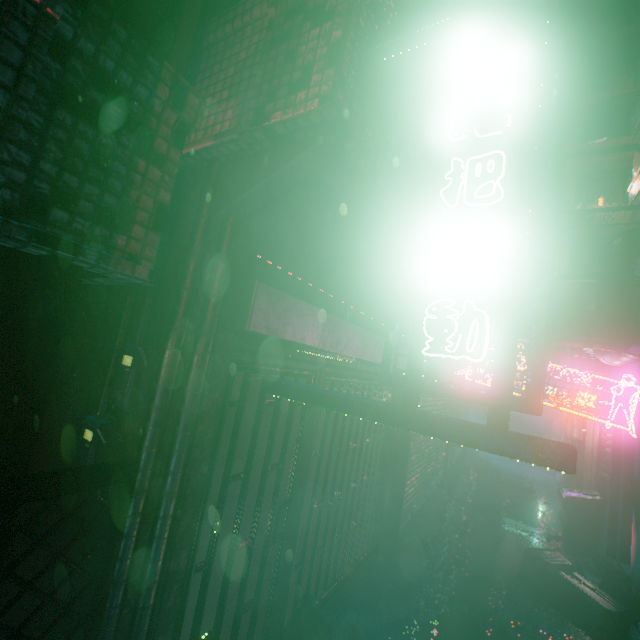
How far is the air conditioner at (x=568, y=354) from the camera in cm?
487

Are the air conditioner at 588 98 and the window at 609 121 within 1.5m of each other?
yes

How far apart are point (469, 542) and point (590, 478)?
3.92m

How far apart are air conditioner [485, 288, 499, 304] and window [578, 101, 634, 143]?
13.5 meters

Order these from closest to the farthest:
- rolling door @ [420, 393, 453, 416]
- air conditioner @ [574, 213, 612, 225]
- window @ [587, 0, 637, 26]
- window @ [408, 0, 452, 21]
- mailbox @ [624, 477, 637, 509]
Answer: window @ [408, 0, 452, 21], mailbox @ [624, 477, 637, 509], rolling door @ [420, 393, 453, 416], air conditioner @ [574, 213, 612, 225], window @ [587, 0, 637, 26]

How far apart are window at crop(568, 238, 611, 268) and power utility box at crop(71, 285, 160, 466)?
15.96m

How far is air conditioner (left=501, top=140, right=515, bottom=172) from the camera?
1.8m

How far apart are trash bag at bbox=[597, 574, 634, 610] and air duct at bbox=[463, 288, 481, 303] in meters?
2.7
